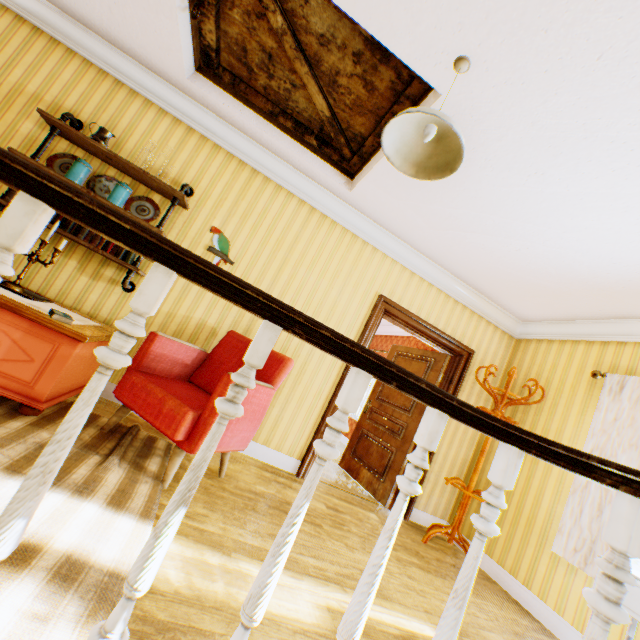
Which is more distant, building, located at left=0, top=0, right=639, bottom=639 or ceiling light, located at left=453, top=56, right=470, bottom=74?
ceiling light, located at left=453, top=56, right=470, bottom=74

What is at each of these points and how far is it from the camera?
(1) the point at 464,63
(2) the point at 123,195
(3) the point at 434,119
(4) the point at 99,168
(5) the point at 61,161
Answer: (1) ceiling light, 1.9 meters
(2) jar, 3.1 meters
(3) ceiling light, 1.8 meters
(4) building, 3.3 meters
(5) plate, 3.2 meters

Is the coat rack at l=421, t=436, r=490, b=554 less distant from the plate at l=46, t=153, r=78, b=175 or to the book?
the book

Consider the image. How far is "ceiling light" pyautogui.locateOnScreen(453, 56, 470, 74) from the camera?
1.9 meters

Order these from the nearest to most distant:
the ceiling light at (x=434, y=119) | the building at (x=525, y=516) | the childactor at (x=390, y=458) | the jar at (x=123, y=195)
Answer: the building at (x=525, y=516) → the ceiling light at (x=434, y=119) → the jar at (x=123, y=195) → the childactor at (x=390, y=458)

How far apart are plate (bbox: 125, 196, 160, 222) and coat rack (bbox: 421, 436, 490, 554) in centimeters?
418cm

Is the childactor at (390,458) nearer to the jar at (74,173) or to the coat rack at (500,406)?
the coat rack at (500,406)

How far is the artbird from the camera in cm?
357
